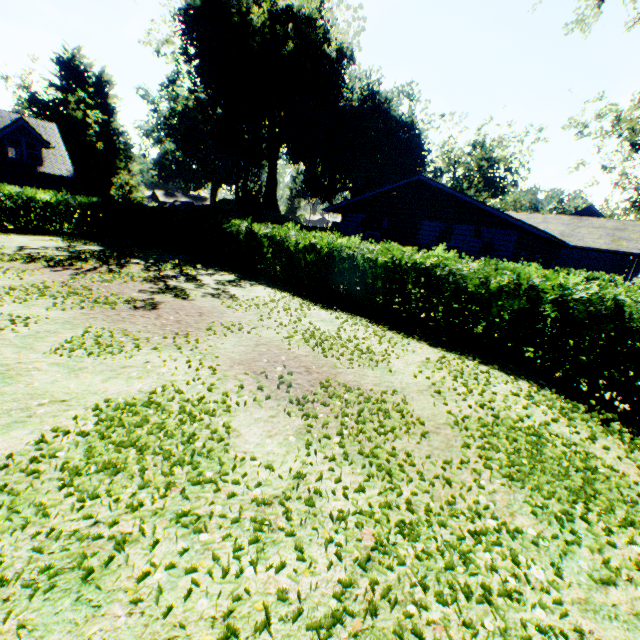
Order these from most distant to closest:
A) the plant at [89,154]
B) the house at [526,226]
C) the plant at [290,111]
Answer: the plant at [89,154]
the plant at [290,111]
the house at [526,226]

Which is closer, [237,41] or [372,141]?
[237,41]

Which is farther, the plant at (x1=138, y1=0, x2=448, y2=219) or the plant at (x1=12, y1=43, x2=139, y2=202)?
the plant at (x1=12, y1=43, x2=139, y2=202)

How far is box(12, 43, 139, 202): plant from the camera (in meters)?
44.28

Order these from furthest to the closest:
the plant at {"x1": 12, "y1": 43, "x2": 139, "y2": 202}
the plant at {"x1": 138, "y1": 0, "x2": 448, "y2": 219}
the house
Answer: the plant at {"x1": 12, "y1": 43, "x2": 139, "y2": 202}
the plant at {"x1": 138, "y1": 0, "x2": 448, "y2": 219}
the house

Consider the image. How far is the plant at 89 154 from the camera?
44.3 meters

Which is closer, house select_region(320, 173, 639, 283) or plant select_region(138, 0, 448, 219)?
house select_region(320, 173, 639, 283)
